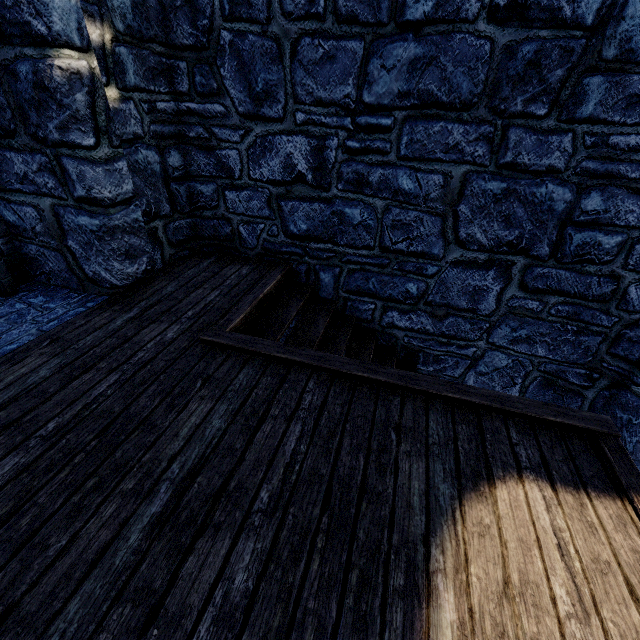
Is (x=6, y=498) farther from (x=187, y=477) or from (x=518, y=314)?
(x=518, y=314)
